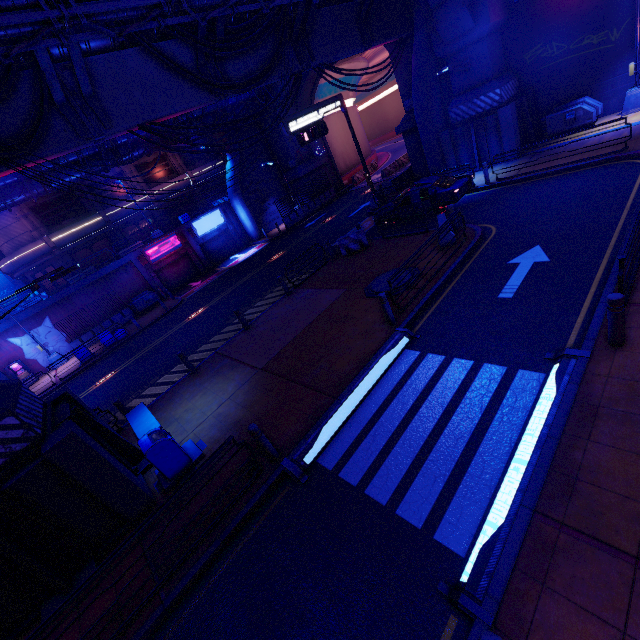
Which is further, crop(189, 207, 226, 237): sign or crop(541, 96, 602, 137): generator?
crop(189, 207, 226, 237): sign

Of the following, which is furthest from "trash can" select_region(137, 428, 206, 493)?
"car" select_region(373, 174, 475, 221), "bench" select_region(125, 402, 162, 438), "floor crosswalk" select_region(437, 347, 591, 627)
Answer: "car" select_region(373, 174, 475, 221)

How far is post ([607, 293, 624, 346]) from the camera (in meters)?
5.45

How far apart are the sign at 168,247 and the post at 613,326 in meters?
31.2 m

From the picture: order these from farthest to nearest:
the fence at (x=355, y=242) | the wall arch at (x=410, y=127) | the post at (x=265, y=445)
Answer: the wall arch at (x=410, y=127) → the fence at (x=355, y=242) → the post at (x=265, y=445)

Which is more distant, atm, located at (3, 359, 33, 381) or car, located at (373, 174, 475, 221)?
atm, located at (3, 359, 33, 381)

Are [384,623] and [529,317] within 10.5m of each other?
yes

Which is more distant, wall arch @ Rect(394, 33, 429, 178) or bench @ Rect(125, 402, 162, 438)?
wall arch @ Rect(394, 33, 429, 178)
